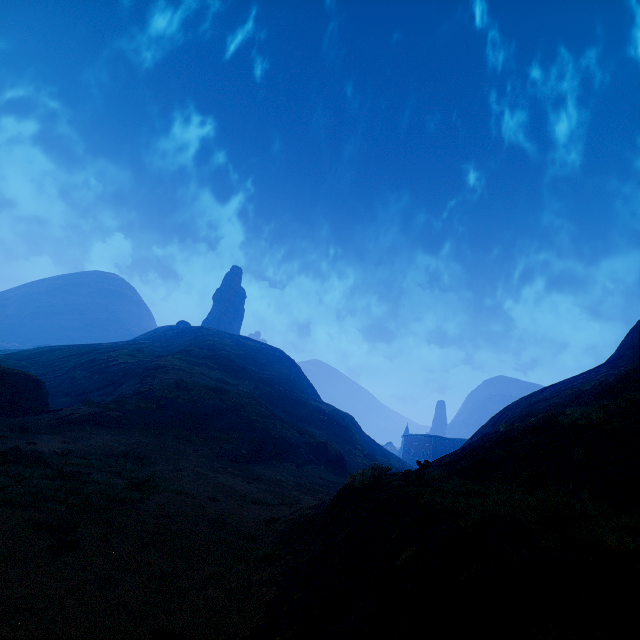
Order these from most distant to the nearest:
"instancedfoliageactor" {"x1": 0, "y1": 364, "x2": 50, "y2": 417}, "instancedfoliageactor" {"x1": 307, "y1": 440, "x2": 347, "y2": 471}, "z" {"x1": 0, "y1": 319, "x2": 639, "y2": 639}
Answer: "instancedfoliageactor" {"x1": 307, "y1": 440, "x2": 347, "y2": 471}
"instancedfoliageactor" {"x1": 0, "y1": 364, "x2": 50, "y2": 417}
"z" {"x1": 0, "y1": 319, "x2": 639, "y2": 639}

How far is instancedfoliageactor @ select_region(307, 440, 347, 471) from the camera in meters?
36.6 m

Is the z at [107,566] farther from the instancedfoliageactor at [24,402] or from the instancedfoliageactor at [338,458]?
the instancedfoliageactor at [24,402]

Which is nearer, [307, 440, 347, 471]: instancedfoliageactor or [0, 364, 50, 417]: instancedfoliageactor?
[0, 364, 50, 417]: instancedfoliageactor

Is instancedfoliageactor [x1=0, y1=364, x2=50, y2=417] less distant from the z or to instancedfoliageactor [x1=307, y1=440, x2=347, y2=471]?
the z

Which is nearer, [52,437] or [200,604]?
[200,604]

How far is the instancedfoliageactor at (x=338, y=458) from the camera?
36.59m
